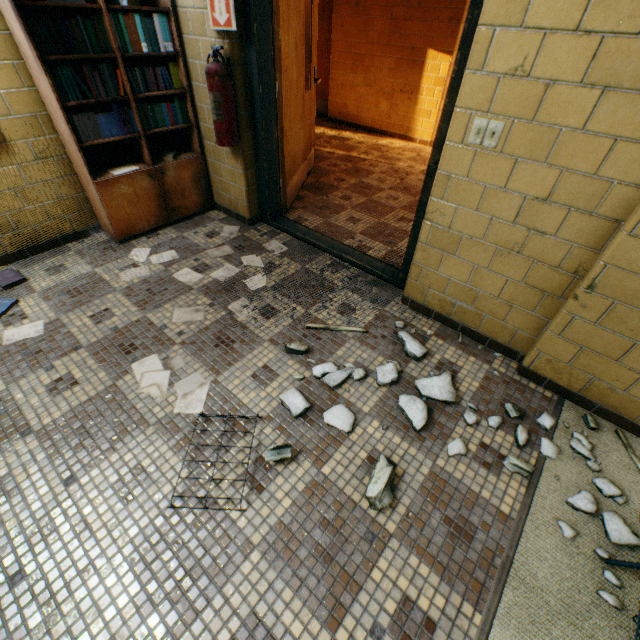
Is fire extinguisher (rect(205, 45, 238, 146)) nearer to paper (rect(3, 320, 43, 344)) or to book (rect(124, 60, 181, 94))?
book (rect(124, 60, 181, 94))

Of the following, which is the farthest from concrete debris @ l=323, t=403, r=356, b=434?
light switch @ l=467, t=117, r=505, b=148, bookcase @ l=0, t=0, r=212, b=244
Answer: bookcase @ l=0, t=0, r=212, b=244

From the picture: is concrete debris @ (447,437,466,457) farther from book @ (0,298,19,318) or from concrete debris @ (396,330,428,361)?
book @ (0,298,19,318)

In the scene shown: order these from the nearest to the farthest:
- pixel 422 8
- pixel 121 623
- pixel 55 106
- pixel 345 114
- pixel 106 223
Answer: pixel 121 623
pixel 55 106
pixel 106 223
pixel 422 8
pixel 345 114

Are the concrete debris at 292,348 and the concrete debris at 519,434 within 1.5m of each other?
yes

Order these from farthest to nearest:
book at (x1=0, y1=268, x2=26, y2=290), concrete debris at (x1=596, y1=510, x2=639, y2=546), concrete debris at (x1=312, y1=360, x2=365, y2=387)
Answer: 1. book at (x1=0, y1=268, x2=26, y2=290)
2. concrete debris at (x1=312, y1=360, x2=365, y2=387)
3. concrete debris at (x1=596, y1=510, x2=639, y2=546)

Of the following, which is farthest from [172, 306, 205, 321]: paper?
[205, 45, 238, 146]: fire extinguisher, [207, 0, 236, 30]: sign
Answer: [207, 0, 236, 30]: sign

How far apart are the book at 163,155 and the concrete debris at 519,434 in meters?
3.1
